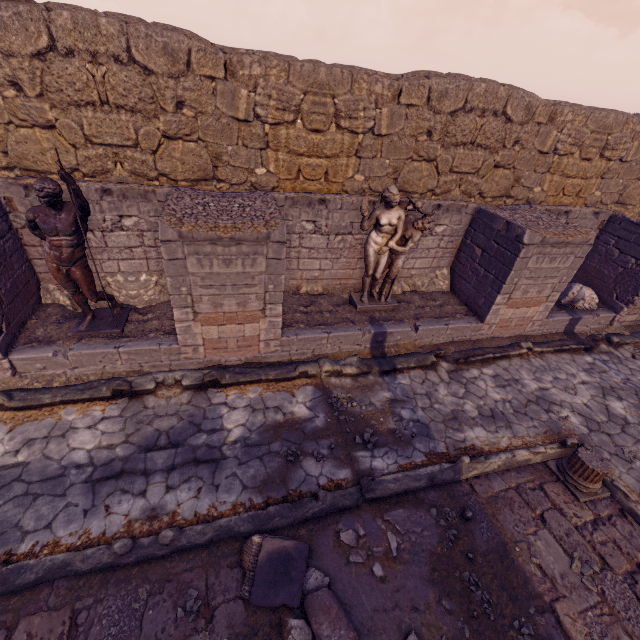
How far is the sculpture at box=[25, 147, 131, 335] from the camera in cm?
437

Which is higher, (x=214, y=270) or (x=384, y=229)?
(x=384, y=229)

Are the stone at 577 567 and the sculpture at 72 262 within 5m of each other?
no

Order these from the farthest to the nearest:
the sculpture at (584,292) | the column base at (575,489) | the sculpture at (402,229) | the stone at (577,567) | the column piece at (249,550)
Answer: the sculpture at (584,292) < the sculpture at (402,229) < the column base at (575,489) < the stone at (577,567) < the column piece at (249,550)

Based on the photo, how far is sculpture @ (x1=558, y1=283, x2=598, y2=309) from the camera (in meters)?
8.50

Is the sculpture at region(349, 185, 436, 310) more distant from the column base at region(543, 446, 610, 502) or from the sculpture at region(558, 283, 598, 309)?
the sculpture at region(558, 283, 598, 309)

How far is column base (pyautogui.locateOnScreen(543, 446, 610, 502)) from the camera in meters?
5.0 m

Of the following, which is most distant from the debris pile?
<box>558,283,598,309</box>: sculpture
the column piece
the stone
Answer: <box>558,283,598,309</box>: sculpture
